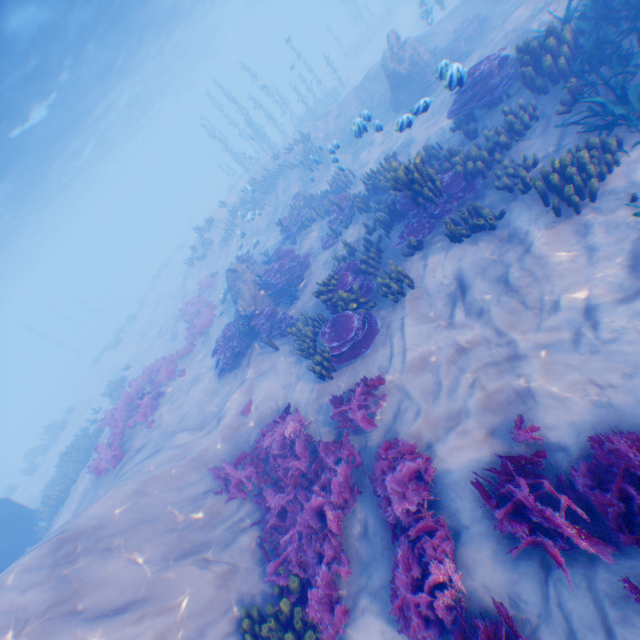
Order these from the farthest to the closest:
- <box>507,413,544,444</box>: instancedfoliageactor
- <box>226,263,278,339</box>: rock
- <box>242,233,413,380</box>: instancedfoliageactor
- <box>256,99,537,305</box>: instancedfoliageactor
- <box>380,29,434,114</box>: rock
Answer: <box>380,29,434,114</box>: rock, <box>226,263,278,339</box>: rock, <box>242,233,413,380</box>: instancedfoliageactor, <box>256,99,537,305</box>: instancedfoliageactor, <box>507,413,544,444</box>: instancedfoliageactor

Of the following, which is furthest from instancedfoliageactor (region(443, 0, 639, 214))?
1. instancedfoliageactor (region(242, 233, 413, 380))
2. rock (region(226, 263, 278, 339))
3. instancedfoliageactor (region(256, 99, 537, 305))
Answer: rock (region(226, 263, 278, 339))

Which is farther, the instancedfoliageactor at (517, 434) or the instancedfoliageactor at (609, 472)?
the instancedfoliageactor at (517, 434)

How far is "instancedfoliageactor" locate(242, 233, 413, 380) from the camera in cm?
822

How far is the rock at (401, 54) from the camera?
14.3m

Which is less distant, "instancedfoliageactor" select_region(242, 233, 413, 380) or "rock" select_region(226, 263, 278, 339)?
"instancedfoliageactor" select_region(242, 233, 413, 380)

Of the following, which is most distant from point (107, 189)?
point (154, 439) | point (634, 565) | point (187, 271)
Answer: point (634, 565)

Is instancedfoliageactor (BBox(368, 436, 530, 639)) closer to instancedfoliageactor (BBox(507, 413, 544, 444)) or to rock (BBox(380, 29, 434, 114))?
instancedfoliageactor (BBox(507, 413, 544, 444))
